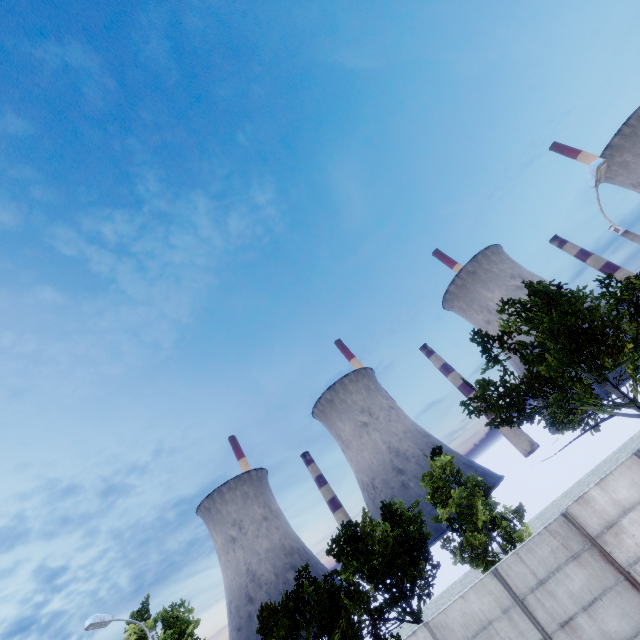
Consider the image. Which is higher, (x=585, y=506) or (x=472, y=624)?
(x=585, y=506)
